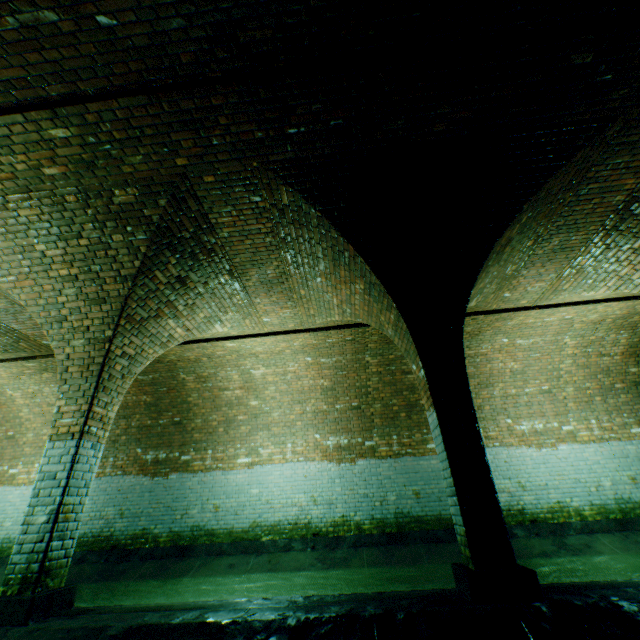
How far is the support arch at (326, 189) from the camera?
3.5m

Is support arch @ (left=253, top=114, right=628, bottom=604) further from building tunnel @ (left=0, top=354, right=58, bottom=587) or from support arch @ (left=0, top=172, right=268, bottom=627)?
support arch @ (left=0, top=172, right=268, bottom=627)

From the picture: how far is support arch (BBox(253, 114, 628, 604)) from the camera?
3.5m

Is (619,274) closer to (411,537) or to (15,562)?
(411,537)

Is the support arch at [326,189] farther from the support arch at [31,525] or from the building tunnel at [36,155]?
the support arch at [31,525]

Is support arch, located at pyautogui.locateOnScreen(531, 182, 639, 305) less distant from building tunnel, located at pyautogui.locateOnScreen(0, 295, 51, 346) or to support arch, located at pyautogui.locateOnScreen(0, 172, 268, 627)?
building tunnel, located at pyautogui.locateOnScreen(0, 295, 51, 346)

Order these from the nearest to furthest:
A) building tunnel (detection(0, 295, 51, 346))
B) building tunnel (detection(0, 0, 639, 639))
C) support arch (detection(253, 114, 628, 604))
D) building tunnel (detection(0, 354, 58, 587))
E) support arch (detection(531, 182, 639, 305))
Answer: building tunnel (detection(0, 0, 639, 639)) < support arch (detection(253, 114, 628, 604)) < support arch (detection(531, 182, 639, 305)) < building tunnel (detection(0, 295, 51, 346)) < building tunnel (detection(0, 354, 58, 587))

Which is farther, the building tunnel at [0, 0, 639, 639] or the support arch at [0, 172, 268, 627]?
the support arch at [0, 172, 268, 627]
